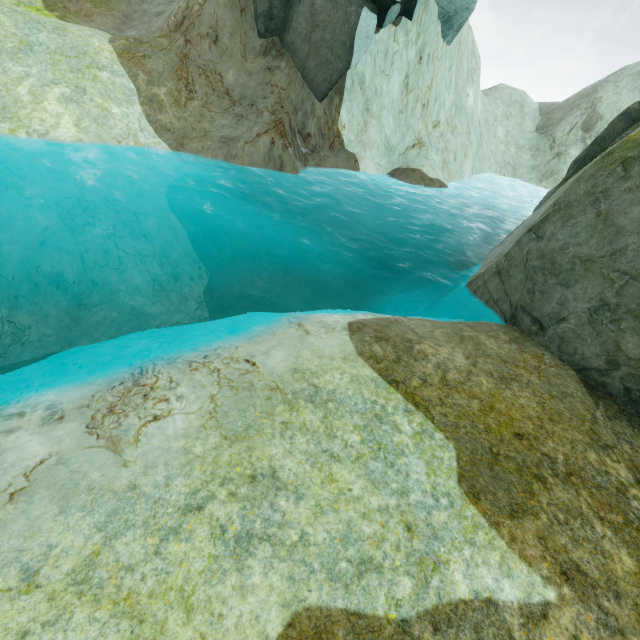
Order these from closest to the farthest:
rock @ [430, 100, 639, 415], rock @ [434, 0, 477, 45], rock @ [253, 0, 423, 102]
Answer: rock @ [430, 100, 639, 415] < rock @ [253, 0, 423, 102] < rock @ [434, 0, 477, 45]

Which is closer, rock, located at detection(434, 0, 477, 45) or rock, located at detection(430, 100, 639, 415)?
rock, located at detection(430, 100, 639, 415)

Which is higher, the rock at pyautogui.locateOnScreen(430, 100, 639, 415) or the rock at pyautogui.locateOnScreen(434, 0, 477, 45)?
the rock at pyautogui.locateOnScreen(434, 0, 477, 45)

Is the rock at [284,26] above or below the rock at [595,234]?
above

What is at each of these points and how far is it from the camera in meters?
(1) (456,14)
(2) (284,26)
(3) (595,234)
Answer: (1) rock, 19.3 m
(2) rock, 16.4 m
(3) rock, 7.3 m

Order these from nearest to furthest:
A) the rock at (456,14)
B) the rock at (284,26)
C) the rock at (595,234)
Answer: the rock at (595,234) → the rock at (284,26) → the rock at (456,14)
